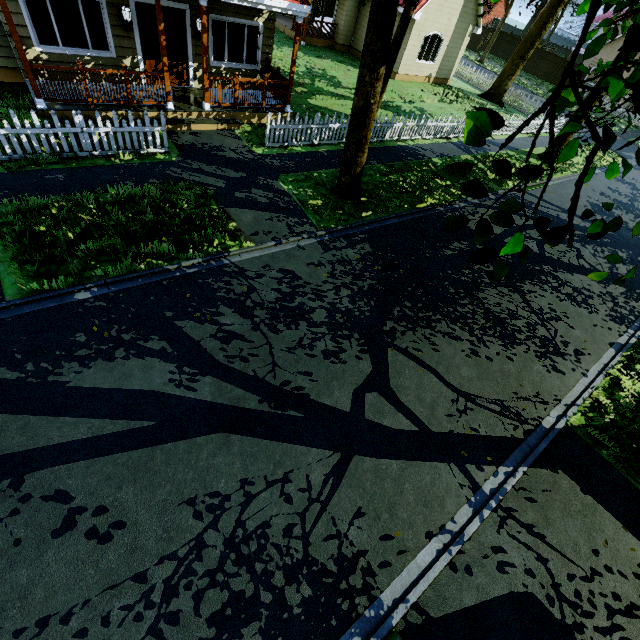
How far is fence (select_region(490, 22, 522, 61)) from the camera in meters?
38.9

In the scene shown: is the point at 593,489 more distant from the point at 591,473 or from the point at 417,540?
the point at 417,540

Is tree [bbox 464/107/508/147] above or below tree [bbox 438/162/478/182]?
above

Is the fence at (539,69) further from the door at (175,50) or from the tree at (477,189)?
the door at (175,50)

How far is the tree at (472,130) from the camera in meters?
1.5

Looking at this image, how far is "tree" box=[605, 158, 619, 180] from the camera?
2.4m

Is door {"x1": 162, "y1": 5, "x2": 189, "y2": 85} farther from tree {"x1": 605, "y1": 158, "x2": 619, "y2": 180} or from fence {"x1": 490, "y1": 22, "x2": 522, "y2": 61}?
tree {"x1": 605, "y1": 158, "x2": 619, "y2": 180}
